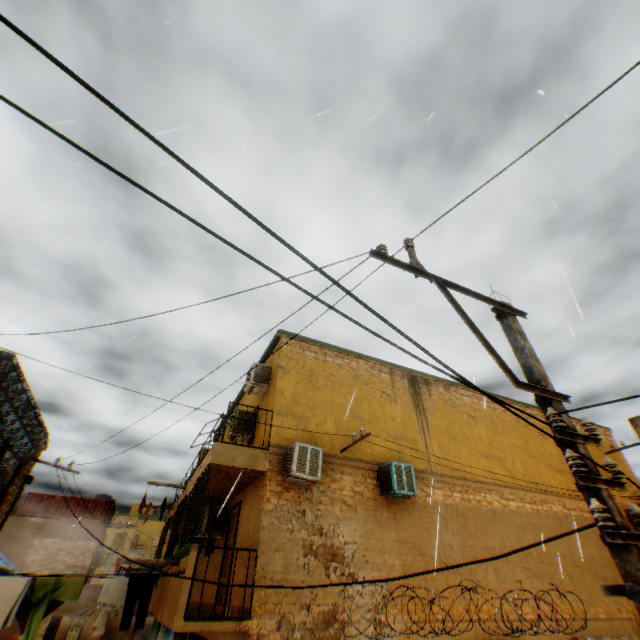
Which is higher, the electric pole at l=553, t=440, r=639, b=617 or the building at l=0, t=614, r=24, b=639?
the electric pole at l=553, t=440, r=639, b=617

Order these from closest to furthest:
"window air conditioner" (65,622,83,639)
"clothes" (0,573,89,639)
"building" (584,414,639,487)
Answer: "clothes" (0,573,89,639) < "building" (584,414,639,487) < "window air conditioner" (65,622,83,639)

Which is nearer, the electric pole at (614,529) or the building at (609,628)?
the electric pole at (614,529)

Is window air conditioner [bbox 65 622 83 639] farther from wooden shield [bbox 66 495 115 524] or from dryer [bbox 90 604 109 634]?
dryer [bbox 90 604 109 634]

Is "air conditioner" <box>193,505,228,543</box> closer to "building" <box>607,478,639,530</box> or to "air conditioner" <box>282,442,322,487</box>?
"building" <box>607,478,639,530</box>

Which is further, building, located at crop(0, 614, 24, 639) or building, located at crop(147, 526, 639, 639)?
building, located at crop(0, 614, 24, 639)

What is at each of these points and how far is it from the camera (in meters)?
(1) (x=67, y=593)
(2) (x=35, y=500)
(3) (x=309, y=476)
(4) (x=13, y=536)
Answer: (1) clothes, 5.99
(2) wooden shield, 19.81
(3) air conditioner, 8.15
(4) building, 18.58

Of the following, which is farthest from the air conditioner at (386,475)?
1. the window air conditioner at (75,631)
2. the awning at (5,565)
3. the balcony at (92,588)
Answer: the window air conditioner at (75,631)
